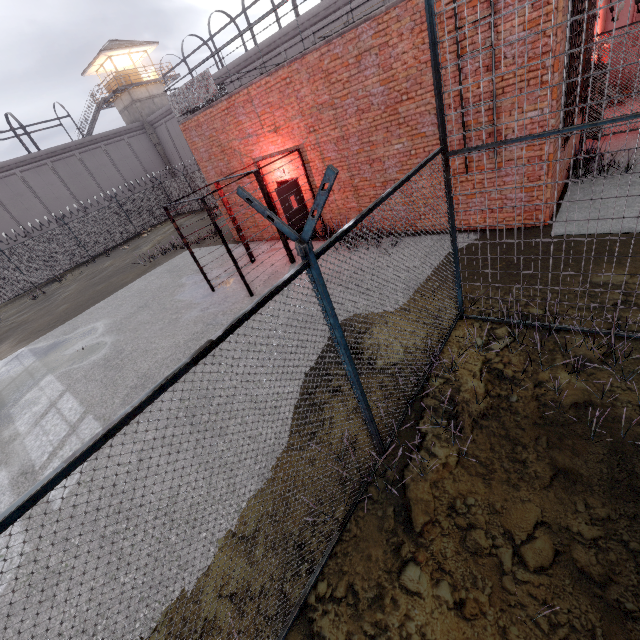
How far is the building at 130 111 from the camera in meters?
32.4

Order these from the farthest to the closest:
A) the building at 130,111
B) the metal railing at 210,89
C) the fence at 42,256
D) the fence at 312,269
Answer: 1. the building at 130,111
2. the fence at 42,256
3. the metal railing at 210,89
4. the fence at 312,269

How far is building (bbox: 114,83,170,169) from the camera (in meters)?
32.41

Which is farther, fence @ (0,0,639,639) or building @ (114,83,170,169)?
building @ (114,83,170,169)

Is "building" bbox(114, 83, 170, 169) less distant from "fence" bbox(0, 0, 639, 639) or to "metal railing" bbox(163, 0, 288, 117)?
"fence" bbox(0, 0, 639, 639)

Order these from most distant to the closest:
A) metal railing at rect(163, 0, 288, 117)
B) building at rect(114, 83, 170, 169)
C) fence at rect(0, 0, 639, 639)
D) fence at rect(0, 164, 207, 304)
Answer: building at rect(114, 83, 170, 169), fence at rect(0, 164, 207, 304), metal railing at rect(163, 0, 288, 117), fence at rect(0, 0, 639, 639)

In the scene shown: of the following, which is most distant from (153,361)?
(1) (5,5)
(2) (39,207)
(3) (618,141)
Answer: (1) (5,5)
